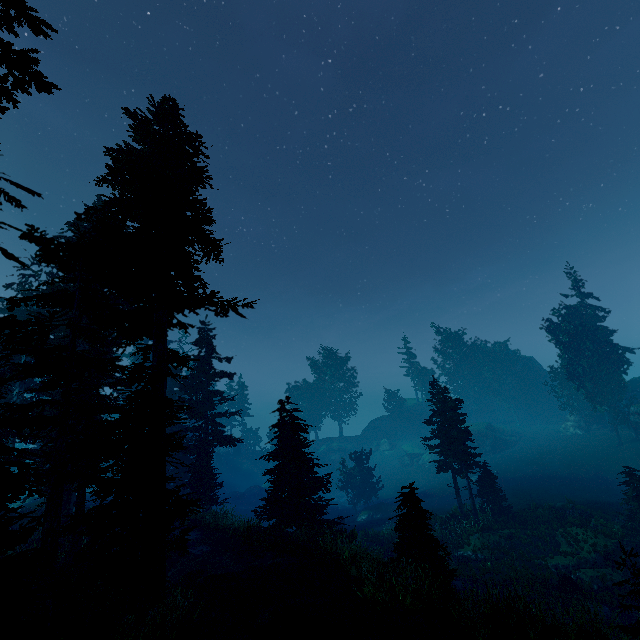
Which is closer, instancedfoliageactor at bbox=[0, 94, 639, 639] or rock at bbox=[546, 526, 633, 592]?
instancedfoliageactor at bbox=[0, 94, 639, 639]

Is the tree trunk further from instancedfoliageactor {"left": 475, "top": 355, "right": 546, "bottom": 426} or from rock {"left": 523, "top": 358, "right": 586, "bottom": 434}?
rock {"left": 523, "top": 358, "right": 586, "bottom": 434}

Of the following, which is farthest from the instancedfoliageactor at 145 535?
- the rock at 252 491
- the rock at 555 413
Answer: the rock at 252 491

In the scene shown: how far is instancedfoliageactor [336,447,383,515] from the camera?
38.34m

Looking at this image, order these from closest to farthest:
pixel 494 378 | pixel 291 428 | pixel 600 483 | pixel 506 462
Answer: pixel 291 428
pixel 600 483
pixel 506 462
pixel 494 378

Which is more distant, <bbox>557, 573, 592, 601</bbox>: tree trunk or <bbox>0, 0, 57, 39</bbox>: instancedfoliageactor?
<bbox>557, 573, 592, 601</bbox>: tree trunk

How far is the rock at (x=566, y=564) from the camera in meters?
17.4
